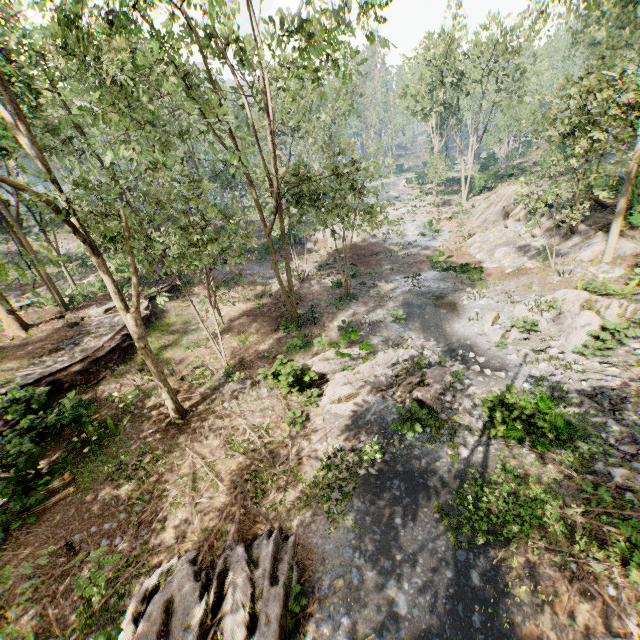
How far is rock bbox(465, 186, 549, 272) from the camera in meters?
21.9 m

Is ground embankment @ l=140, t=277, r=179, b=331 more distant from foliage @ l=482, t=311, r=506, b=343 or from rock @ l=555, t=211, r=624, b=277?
rock @ l=555, t=211, r=624, b=277

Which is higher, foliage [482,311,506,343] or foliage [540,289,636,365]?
foliage [540,289,636,365]

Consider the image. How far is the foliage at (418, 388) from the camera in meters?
11.6 m

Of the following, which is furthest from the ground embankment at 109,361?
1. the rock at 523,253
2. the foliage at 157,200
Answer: the rock at 523,253

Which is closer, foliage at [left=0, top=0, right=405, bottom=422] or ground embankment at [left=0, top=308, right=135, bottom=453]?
foliage at [left=0, top=0, right=405, bottom=422]

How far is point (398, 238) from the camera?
A: 33.2m

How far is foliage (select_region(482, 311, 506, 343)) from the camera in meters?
15.1
